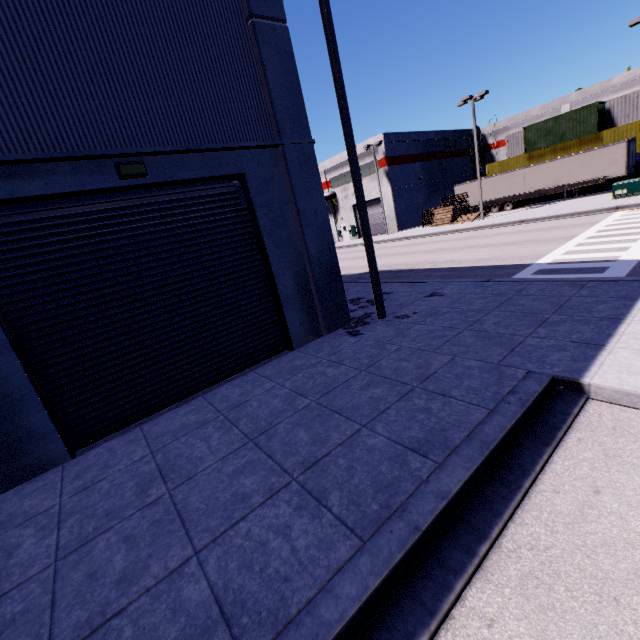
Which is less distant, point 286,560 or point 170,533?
point 286,560

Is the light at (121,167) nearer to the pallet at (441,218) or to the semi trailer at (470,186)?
the semi trailer at (470,186)

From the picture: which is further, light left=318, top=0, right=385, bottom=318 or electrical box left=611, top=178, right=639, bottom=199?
electrical box left=611, top=178, right=639, bottom=199

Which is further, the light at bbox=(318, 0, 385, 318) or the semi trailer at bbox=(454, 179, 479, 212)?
the semi trailer at bbox=(454, 179, 479, 212)

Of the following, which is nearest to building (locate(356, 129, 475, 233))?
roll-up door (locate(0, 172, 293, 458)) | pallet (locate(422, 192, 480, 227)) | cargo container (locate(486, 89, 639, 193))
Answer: roll-up door (locate(0, 172, 293, 458))

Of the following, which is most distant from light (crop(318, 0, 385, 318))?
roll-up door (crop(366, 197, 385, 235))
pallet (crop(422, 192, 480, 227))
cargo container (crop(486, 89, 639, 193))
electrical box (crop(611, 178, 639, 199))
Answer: pallet (crop(422, 192, 480, 227))

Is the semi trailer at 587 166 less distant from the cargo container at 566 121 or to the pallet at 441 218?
the cargo container at 566 121

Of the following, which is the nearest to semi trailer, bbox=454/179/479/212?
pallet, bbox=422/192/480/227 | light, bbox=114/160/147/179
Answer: pallet, bbox=422/192/480/227
